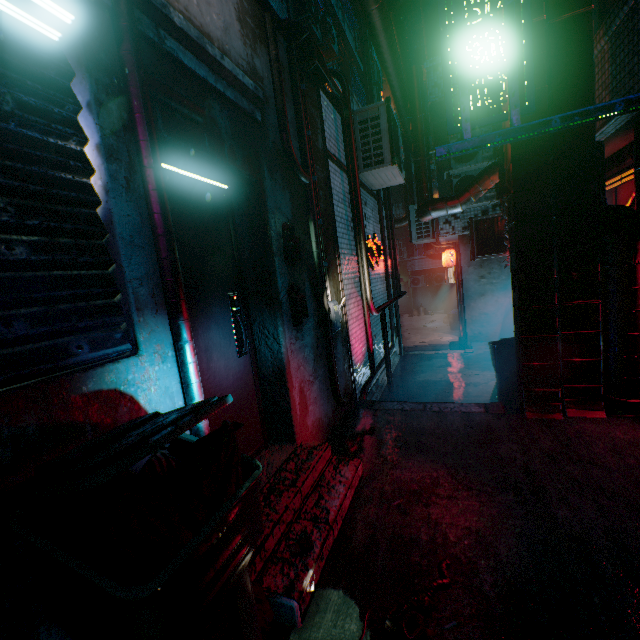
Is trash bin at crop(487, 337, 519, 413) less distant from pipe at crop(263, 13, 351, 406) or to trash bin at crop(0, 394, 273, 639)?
pipe at crop(263, 13, 351, 406)

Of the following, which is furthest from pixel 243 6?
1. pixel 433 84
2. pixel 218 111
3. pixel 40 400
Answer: pixel 433 84

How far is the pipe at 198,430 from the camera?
1.6 meters

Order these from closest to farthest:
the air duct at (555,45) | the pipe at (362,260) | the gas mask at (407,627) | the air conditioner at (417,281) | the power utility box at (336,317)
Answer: the gas mask at (407,627) → the air duct at (555,45) → the power utility box at (336,317) → the pipe at (362,260) → the air conditioner at (417,281)

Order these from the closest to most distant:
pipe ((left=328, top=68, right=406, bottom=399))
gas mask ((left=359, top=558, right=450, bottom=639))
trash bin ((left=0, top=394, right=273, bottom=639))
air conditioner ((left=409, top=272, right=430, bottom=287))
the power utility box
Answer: trash bin ((left=0, top=394, right=273, bottom=639)) → gas mask ((left=359, top=558, right=450, bottom=639)) → the power utility box → pipe ((left=328, top=68, right=406, bottom=399)) → air conditioner ((left=409, top=272, right=430, bottom=287))

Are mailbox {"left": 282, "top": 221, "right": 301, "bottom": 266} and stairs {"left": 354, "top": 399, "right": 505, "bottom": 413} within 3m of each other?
yes

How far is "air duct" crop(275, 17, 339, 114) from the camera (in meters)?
3.02

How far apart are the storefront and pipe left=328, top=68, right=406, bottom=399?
2.8 meters
